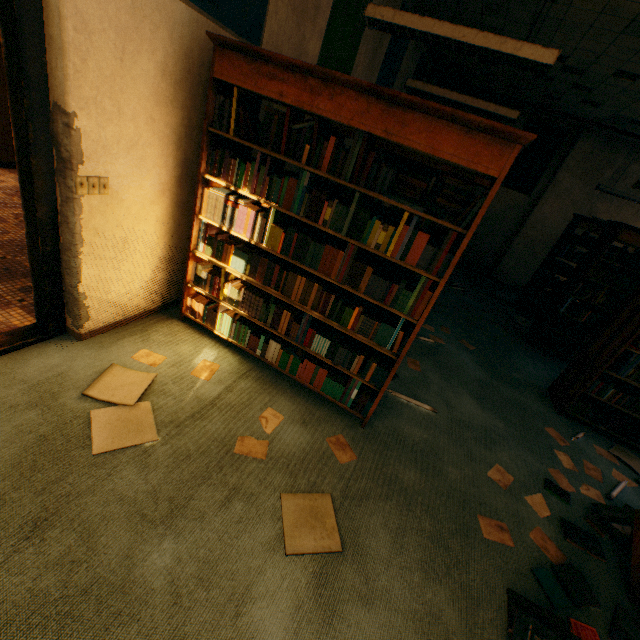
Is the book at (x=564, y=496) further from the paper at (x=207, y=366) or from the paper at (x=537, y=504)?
the paper at (x=207, y=366)

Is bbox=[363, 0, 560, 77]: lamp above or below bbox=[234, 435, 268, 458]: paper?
above

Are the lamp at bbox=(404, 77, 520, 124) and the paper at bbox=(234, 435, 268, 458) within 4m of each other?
no

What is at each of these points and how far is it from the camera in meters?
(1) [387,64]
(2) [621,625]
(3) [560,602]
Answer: (1) banner, 5.1
(2) book, 1.9
(3) book, 1.9

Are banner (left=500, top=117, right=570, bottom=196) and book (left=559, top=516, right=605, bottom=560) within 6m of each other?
no

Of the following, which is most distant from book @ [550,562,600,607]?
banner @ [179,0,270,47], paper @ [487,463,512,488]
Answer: banner @ [179,0,270,47]

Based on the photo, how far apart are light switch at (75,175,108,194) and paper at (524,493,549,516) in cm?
385

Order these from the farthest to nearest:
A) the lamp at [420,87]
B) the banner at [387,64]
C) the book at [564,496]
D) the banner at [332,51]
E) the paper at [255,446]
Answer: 1. the banner at [387,64]
2. the lamp at [420,87]
3. the banner at [332,51]
4. the book at [564,496]
5. the paper at [255,446]
